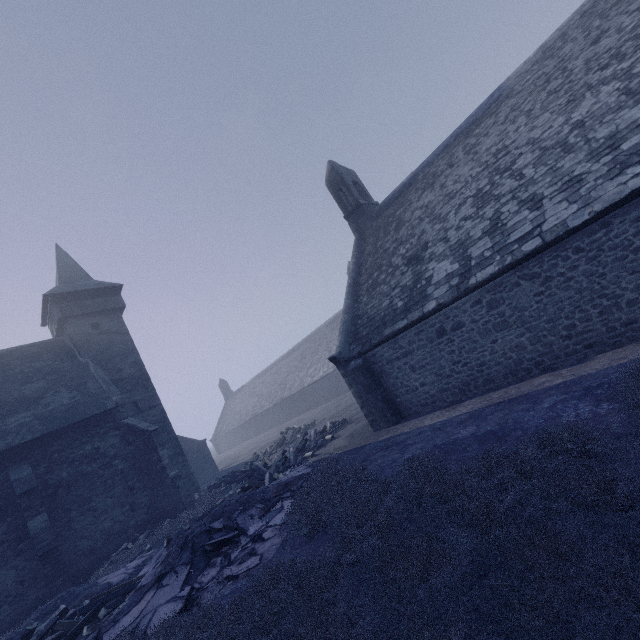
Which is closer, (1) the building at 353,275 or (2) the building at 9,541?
(1) the building at 353,275

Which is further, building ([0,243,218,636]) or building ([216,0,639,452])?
building ([0,243,218,636])

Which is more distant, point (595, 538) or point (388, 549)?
point (388, 549)
